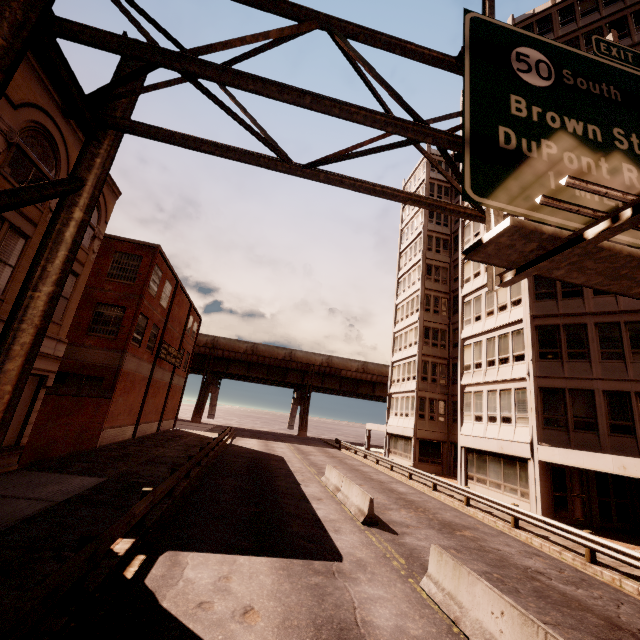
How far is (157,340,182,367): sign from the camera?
28.1 meters

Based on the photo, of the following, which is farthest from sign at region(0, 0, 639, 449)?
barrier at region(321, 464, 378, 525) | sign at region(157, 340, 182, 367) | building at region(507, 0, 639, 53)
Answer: sign at region(157, 340, 182, 367)

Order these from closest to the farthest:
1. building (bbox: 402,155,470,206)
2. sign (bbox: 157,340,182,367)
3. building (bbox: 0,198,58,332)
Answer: building (bbox: 0,198,58,332)
sign (bbox: 157,340,182,367)
building (bbox: 402,155,470,206)

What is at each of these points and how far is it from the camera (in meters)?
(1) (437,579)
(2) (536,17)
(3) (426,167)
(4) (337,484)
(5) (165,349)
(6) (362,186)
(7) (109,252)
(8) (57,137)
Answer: (1) barrier, 7.84
(2) building, 26.42
(3) building, 40.09
(4) barrier, 17.27
(5) sign, 29.28
(6) sign, 6.18
(7) building, 23.16
(8) building, 11.98

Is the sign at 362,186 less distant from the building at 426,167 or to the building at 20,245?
the building at 426,167

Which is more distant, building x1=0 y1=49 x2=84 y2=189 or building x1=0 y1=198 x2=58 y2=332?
building x1=0 y1=198 x2=58 y2=332

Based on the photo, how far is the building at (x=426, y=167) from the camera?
39.2 meters

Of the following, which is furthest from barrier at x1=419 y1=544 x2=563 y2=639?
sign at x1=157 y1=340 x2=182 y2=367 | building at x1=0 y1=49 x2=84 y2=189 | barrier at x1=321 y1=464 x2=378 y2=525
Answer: sign at x1=157 y1=340 x2=182 y2=367
